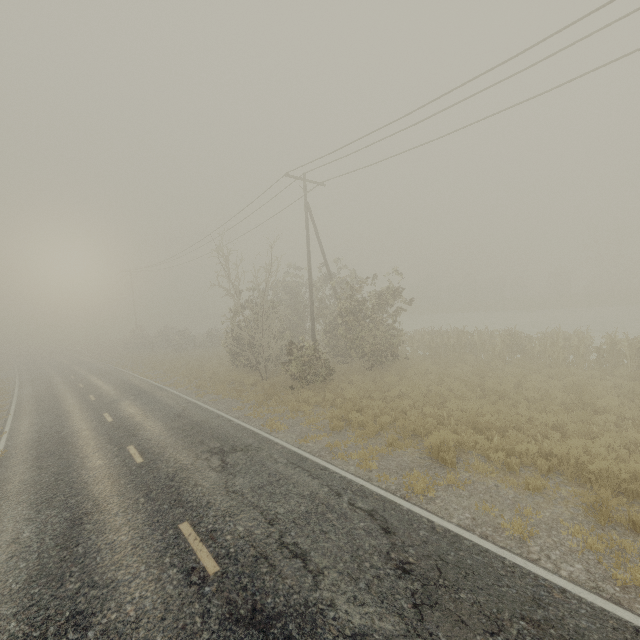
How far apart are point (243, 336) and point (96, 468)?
10.4 meters
